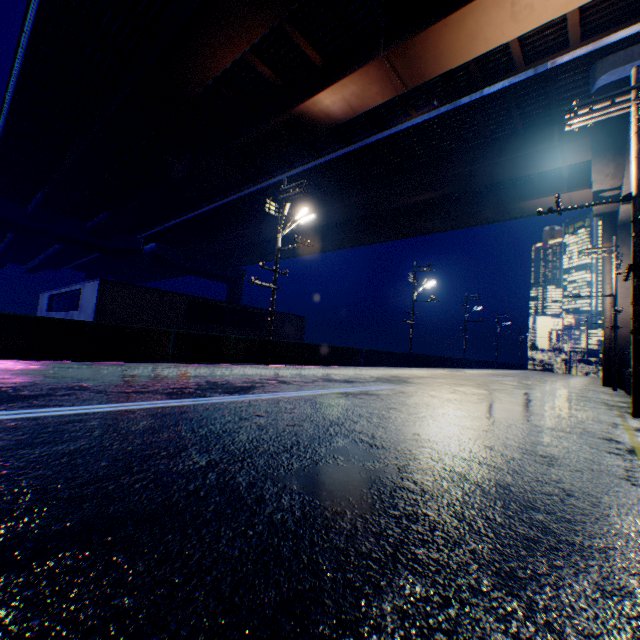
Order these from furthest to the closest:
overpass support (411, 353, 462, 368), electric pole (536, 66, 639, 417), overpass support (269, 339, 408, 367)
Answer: overpass support (411, 353, 462, 368) < overpass support (269, 339, 408, 367) < electric pole (536, 66, 639, 417)

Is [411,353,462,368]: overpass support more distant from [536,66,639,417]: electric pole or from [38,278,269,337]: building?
[38,278,269,337]: building

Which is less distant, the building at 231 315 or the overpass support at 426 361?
the building at 231 315

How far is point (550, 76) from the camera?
15.7m

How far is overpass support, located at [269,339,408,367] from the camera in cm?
1733

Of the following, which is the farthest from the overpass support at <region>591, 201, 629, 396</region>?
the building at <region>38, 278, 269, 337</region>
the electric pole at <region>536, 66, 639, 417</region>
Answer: the building at <region>38, 278, 269, 337</region>

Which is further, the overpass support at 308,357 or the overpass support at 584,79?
the overpass support at 308,357
